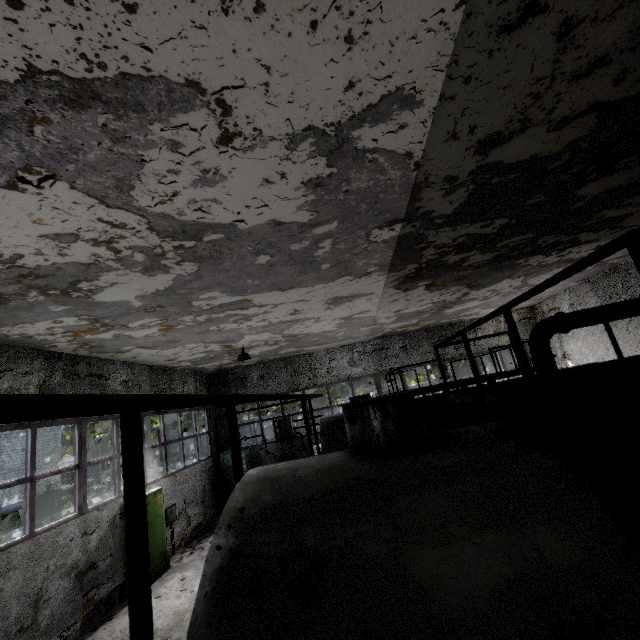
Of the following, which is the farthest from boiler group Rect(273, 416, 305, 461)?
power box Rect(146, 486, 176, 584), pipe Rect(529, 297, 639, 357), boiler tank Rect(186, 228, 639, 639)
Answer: pipe Rect(529, 297, 639, 357)

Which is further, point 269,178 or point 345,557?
point 269,178

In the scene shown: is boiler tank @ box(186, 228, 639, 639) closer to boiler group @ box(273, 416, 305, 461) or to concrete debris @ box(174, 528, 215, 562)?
concrete debris @ box(174, 528, 215, 562)

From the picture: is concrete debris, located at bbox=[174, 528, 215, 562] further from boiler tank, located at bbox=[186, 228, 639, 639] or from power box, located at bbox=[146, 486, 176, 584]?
boiler tank, located at bbox=[186, 228, 639, 639]

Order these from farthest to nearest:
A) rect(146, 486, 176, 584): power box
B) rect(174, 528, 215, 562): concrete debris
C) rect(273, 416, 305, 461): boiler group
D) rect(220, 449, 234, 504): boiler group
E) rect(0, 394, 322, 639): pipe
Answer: rect(273, 416, 305, 461): boiler group < rect(220, 449, 234, 504): boiler group < rect(174, 528, 215, 562): concrete debris < rect(146, 486, 176, 584): power box < rect(0, 394, 322, 639): pipe

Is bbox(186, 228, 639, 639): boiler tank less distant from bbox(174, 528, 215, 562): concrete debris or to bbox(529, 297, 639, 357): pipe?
bbox(174, 528, 215, 562): concrete debris

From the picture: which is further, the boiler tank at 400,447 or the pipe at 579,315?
the pipe at 579,315

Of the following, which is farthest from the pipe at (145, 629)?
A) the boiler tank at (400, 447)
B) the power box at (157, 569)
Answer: the power box at (157, 569)
